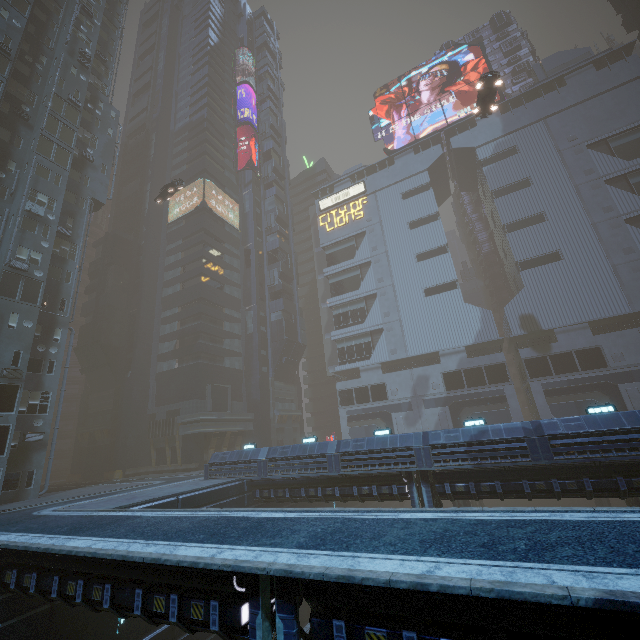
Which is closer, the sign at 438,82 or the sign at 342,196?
the sign at 438,82

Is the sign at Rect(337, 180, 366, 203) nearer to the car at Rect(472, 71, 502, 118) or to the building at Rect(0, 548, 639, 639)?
the building at Rect(0, 548, 639, 639)

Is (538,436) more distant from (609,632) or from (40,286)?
(40,286)

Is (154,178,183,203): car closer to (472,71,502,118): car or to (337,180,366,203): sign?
(472,71,502,118): car

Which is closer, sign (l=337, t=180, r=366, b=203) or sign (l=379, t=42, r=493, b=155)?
sign (l=379, t=42, r=493, b=155)

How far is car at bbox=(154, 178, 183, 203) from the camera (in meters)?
35.97

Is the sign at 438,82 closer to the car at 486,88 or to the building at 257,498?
the building at 257,498

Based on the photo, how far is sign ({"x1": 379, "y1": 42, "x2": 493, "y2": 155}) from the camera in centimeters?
5344cm
